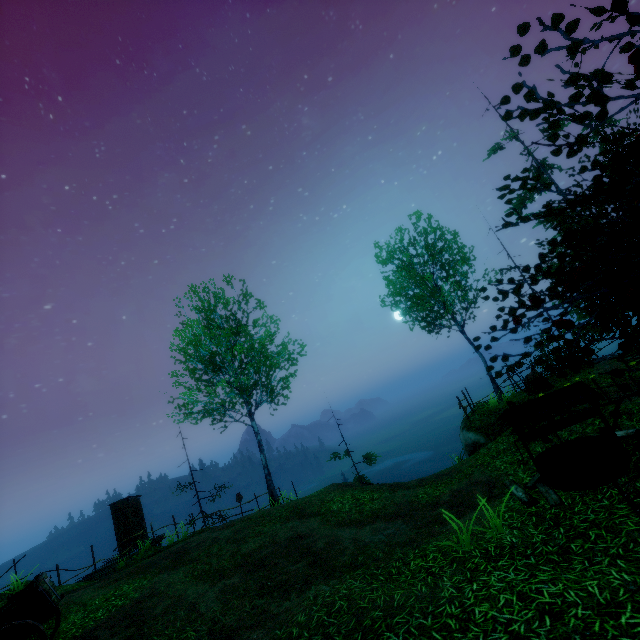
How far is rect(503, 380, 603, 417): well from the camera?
6.46m

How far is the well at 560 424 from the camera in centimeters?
Result: 668cm

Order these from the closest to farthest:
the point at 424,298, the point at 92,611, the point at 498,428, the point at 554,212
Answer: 1. the point at 92,611
2. the point at 554,212
3. the point at 498,428
4. the point at 424,298

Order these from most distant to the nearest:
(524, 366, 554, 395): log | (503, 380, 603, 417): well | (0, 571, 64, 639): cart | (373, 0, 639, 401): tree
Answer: (524, 366, 554, 395): log
(503, 380, 603, 417): well
(0, 571, 64, 639): cart
(373, 0, 639, 401): tree

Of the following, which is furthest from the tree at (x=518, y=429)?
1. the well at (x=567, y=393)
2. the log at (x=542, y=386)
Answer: the log at (x=542, y=386)

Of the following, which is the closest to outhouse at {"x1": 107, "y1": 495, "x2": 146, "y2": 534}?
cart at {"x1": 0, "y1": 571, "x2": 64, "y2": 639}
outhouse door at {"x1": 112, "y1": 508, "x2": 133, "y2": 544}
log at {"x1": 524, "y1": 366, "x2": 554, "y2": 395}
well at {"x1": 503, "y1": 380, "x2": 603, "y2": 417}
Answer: outhouse door at {"x1": 112, "y1": 508, "x2": 133, "y2": 544}

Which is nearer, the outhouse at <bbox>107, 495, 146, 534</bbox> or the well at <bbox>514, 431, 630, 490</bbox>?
the well at <bbox>514, 431, 630, 490</bbox>

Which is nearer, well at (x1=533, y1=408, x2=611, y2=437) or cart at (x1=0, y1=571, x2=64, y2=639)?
cart at (x1=0, y1=571, x2=64, y2=639)
